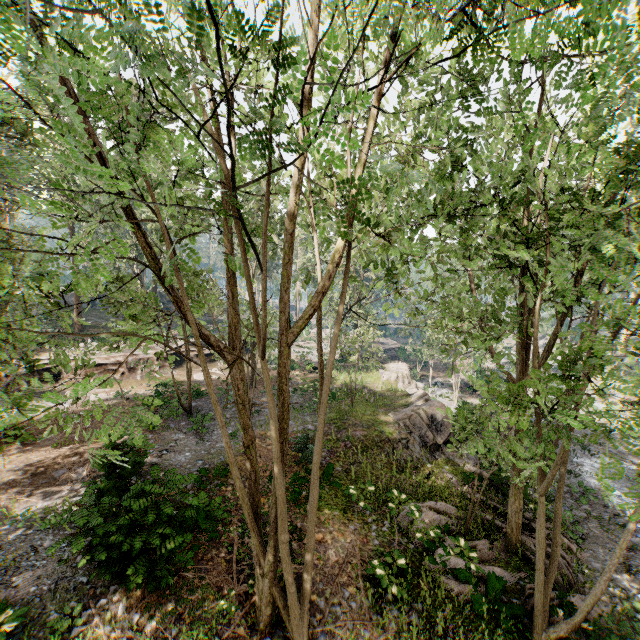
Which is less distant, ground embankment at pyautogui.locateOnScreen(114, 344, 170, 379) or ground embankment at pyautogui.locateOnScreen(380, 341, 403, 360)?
ground embankment at pyautogui.locateOnScreen(114, 344, 170, 379)

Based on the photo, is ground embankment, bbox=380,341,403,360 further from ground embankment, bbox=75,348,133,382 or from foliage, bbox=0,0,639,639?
ground embankment, bbox=75,348,133,382

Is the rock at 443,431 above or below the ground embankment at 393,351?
above

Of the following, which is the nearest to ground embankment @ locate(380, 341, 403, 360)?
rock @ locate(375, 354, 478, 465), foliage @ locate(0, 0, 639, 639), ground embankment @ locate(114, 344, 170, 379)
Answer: foliage @ locate(0, 0, 639, 639)

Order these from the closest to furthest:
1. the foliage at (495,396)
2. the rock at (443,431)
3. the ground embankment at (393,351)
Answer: the foliage at (495,396)
the rock at (443,431)
the ground embankment at (393,351)

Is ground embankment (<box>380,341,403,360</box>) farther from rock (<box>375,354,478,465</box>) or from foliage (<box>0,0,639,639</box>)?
rock (<box>375,354,478,465</box>)

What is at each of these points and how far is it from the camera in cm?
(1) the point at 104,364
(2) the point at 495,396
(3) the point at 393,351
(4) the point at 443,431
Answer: (1) ground embankment, 2467
(2) foliage, 2747
(3) ground embankment, 5119
(4) rock, 1877

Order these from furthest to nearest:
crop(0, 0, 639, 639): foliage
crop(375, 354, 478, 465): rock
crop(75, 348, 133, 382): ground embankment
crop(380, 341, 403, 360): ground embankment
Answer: crop(380, 341, 403, 360): ground embankment, crop(75, 348, 133, 382): ground embankment, crop(375, 354, 478, 465): rock, crop(0, 0, 639, 639): foliage
